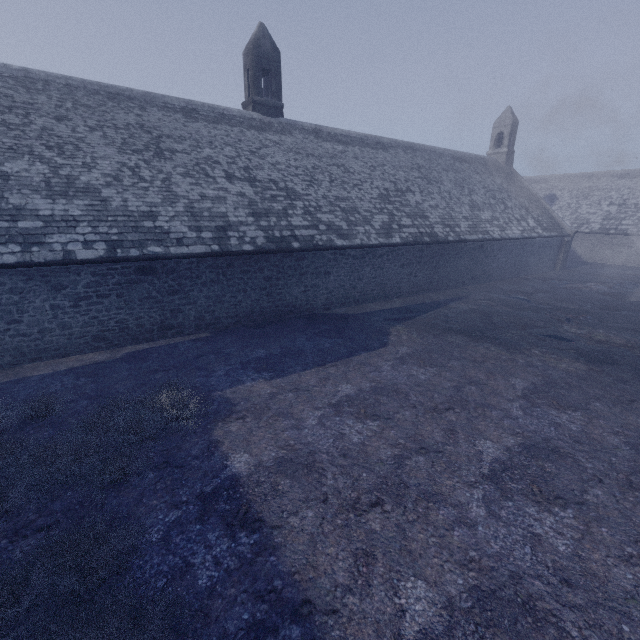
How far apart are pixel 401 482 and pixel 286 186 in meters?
13.1
